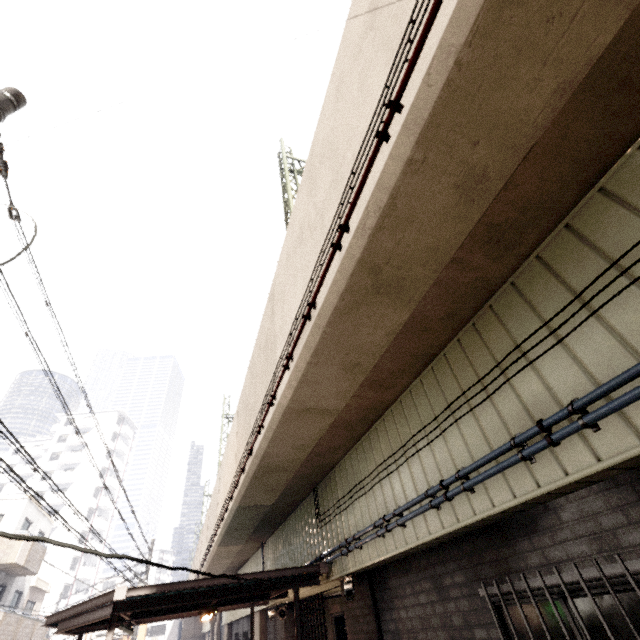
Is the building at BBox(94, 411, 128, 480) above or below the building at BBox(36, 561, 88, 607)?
above

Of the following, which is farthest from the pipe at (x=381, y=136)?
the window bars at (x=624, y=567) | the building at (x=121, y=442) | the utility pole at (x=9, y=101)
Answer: the building at (x=121, y=442)

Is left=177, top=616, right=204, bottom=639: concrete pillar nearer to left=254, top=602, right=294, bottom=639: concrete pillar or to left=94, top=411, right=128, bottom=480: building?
left=94, top=411, right=128, bottom=480: building

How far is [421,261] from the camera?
3.0 meters

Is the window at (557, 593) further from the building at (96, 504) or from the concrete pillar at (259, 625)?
the building at (96, 504)

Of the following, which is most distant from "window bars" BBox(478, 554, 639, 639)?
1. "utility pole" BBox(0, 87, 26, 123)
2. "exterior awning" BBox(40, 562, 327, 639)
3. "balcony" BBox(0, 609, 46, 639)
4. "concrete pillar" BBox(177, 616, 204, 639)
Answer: "concrete pillar" BBox(177, 616, 204, 639)

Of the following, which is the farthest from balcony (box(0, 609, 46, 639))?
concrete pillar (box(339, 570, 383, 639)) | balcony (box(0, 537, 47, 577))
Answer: concrete pillar (box(339, 570, 383, 639))

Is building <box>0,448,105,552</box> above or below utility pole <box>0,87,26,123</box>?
above
